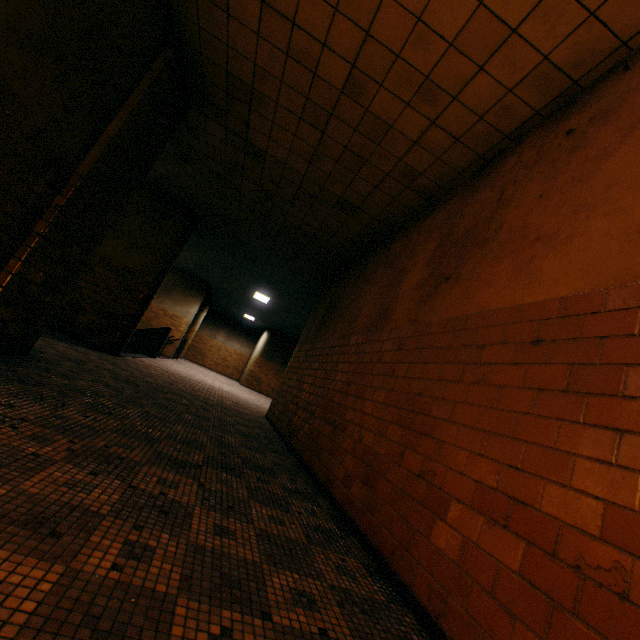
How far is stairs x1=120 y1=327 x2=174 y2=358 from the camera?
11.1m

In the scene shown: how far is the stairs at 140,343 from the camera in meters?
11.1

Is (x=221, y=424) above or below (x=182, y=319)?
below
